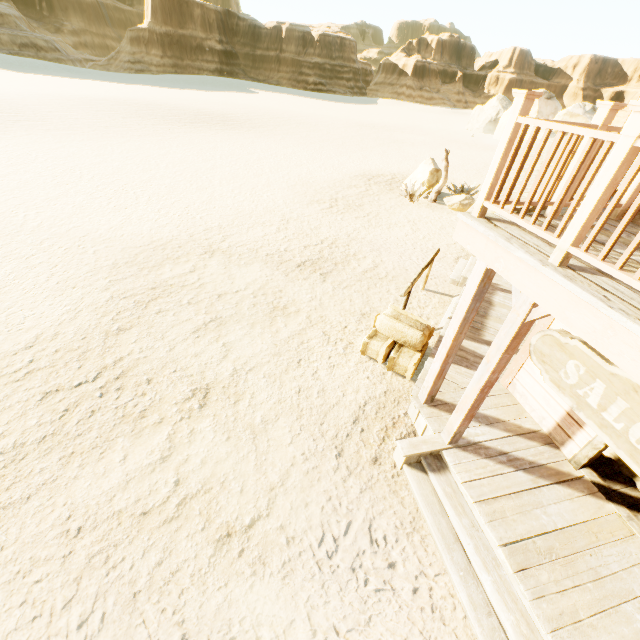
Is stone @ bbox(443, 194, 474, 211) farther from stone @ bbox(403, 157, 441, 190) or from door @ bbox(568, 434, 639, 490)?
door @ bbox(568, 434, 639, 490)

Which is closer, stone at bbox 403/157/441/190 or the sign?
the sign

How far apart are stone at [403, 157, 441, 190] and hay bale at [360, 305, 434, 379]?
11.6m

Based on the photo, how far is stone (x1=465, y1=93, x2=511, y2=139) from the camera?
41.5 meters

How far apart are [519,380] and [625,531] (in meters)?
2.15

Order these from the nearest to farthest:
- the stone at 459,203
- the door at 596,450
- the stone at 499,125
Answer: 1. the door at 596,450
2. the stone at 459,203
3. the stone at 499,125

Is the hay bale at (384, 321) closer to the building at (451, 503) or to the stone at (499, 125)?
the building at (451, 503)

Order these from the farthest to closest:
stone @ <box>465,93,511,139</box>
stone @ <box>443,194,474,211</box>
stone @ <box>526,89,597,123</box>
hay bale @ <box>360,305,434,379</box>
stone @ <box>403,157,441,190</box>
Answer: stone @ <box>465,93,511,139</box>, stone @ <box>526,89,597,123</box>, stone @ <box>403,157,441,190</box>, stone @ <box>443,194,474,211</box>, hay bale @ <box>360,305,434,379</box>
